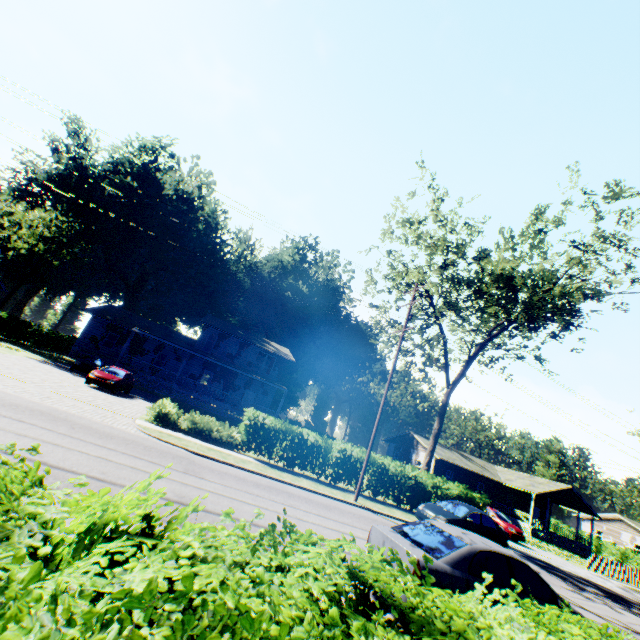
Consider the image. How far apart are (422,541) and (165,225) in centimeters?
5017cm

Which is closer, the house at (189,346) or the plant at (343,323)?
the house at (189,346)

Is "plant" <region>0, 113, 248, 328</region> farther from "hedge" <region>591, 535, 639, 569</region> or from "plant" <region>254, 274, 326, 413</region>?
"hedge" <region>591, 535, 639, 569</region>

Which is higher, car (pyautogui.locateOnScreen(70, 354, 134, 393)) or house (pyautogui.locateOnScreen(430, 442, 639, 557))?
house (pyautogui.locateOnScreen(430, 442, 639, 557))

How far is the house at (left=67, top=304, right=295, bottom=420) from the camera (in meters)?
29.39

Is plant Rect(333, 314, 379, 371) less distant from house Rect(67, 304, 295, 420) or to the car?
house Rect(67, 304, 295, 420)

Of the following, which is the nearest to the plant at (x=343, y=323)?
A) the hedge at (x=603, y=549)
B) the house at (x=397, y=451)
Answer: the hedge at (x=603, y=549)

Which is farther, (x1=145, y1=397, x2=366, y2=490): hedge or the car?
the car
